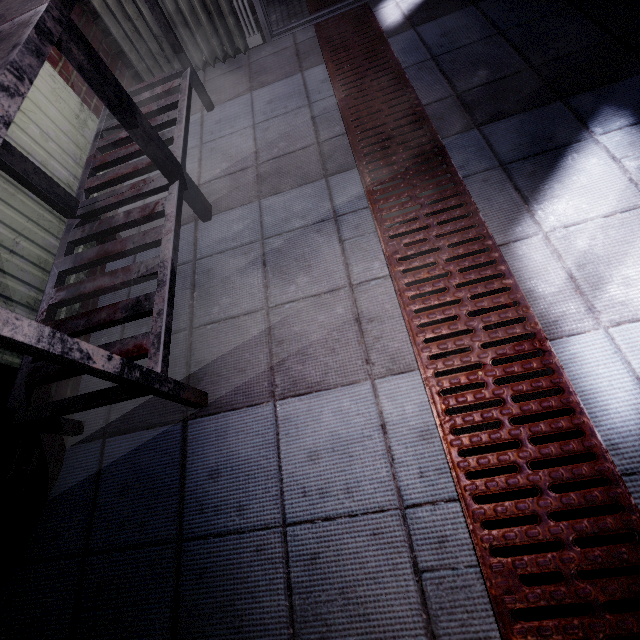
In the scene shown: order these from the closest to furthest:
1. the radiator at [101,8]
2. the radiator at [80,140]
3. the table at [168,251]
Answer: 1. the table at [168,251]
2. the radiator at [80,140]
3. the radiator at [101,8]

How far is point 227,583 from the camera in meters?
0.9 m

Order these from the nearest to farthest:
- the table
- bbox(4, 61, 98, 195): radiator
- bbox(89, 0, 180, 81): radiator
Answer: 1. the table
2. bbox(4, 61, 98, 195): radiator
3. bbox(89, 0, 180, 81): radiator

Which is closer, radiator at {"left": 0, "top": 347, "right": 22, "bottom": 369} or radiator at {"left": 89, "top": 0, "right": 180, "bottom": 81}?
radiator at {"left": 0, "top": 347, "right": 22, "bottom": 369}

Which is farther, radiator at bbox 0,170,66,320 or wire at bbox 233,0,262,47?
wire at bbox 233,0,262,47

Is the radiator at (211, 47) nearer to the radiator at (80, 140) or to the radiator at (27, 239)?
the radiator at (80, 140)

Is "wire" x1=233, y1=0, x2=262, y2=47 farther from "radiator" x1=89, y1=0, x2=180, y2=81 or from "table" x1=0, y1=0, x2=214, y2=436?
"table" x1=0, y1=0, x2=214, y2=436

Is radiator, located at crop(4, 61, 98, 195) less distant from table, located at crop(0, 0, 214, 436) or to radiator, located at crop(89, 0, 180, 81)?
table, located at crop(0, 0, 214, 436)
